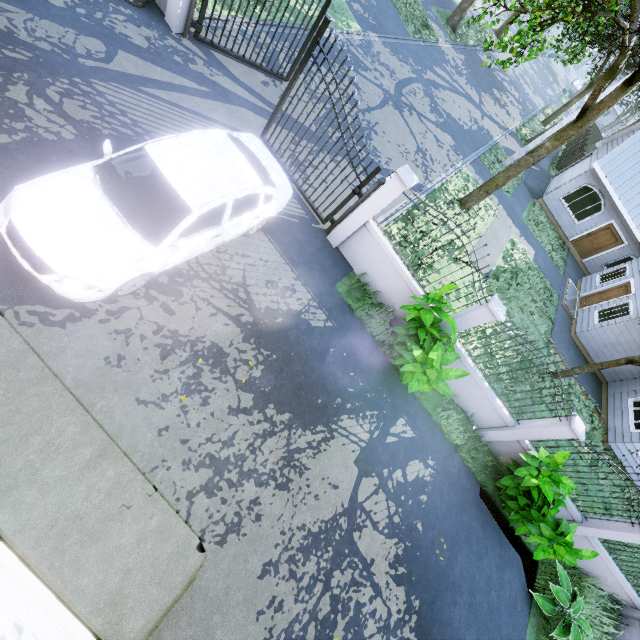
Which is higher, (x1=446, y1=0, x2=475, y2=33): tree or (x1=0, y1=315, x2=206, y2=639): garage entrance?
(x1=446, y1=0, x2=475, y2=33): tree

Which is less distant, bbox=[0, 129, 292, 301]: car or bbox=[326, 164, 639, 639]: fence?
bbox=[0, 129, 292, 301]: car

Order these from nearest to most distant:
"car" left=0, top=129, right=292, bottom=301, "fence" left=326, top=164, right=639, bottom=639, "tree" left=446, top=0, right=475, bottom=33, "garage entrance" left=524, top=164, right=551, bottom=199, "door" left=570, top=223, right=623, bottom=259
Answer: "car" left=0, top=129, right=292, bottom=301 < "fence" left=326, top=164, right=639, bottom=639 < "door" left=570, top=223, right=623, bottom=259 < "garage entrance" left=524, top=164, right=551, bottom=199 < "tree" left=446, top=0, right=475, bottom=33

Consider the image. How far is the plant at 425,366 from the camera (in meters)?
6.21

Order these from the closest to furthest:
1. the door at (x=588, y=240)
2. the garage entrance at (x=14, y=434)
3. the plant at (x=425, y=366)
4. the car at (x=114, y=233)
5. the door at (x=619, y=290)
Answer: the garage entrance at (x=14, y=434)
the car at (x=114, y=233)
the plant at (x=425, y=366)
the door at (x=619, y=290)
the door at (x=588, y=240)

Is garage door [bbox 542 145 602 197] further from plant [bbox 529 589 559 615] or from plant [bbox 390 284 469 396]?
plant [bbox 529 589 559 615]

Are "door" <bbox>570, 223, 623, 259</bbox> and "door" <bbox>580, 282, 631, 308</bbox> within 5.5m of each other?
yes

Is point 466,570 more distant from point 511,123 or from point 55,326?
point 511,123
